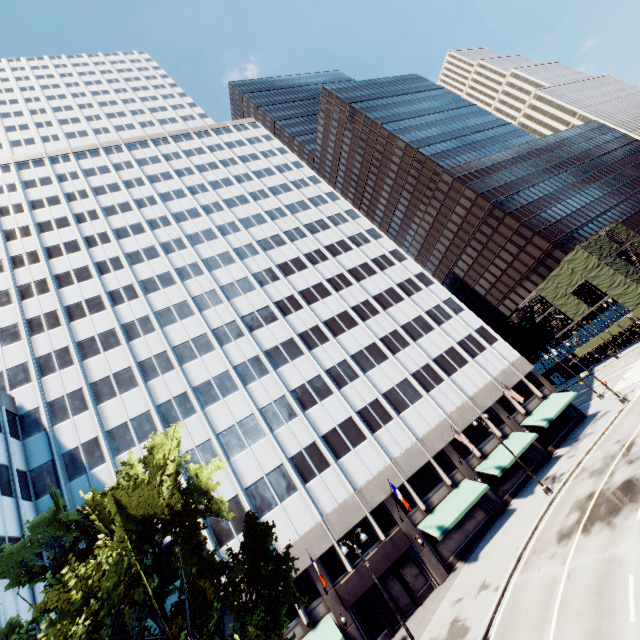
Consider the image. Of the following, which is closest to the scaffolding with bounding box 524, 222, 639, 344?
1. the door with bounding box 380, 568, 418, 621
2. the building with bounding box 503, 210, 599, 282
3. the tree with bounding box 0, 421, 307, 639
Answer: the building with bounding box 503, 210, 599, 282

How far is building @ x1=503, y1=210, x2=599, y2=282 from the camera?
56.0 meters

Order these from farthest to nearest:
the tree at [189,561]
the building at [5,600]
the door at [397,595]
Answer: the door at [397,595] → the building at [5,600] → the tree at [189,561]

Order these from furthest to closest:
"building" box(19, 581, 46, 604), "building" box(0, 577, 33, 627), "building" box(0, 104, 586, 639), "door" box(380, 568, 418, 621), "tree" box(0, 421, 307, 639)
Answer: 1. "building" box(0, 104, 586, 639)
2. "door" box(380, 568, 418, 621)
3. "building" box(19, 581, 46, 604)
4. "building" box(0, 577, 33, 627)
5. "tree" box(0, 421, 307, 639)

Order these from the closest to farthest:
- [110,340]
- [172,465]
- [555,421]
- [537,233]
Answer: [172,465]
[110,340]
[555,421]
[537,233]

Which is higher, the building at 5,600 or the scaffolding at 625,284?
the building at 5,600

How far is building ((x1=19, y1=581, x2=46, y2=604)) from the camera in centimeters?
1998cm

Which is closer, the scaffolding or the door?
the door
